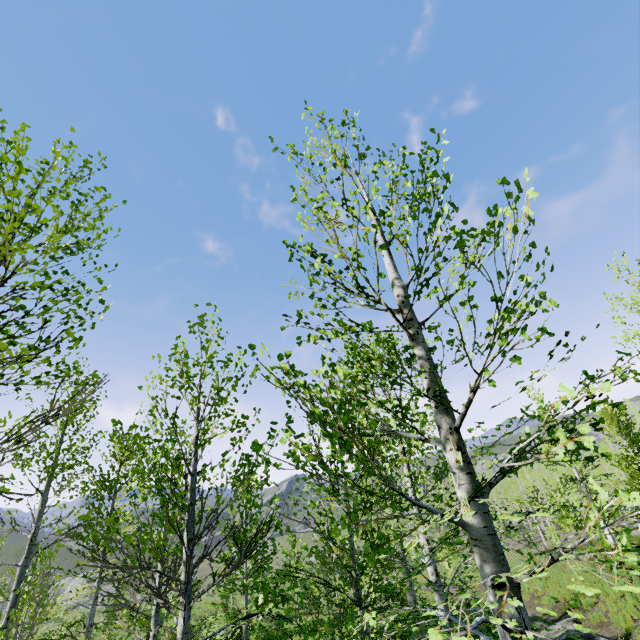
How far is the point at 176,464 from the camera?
4.2m

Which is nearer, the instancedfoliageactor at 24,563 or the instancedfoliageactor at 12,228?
the instancedfoliageactor at 24,563

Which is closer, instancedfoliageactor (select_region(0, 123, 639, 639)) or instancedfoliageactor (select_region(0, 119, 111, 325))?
instancedfoliageactor (select_region(0, 123, 639, 639))

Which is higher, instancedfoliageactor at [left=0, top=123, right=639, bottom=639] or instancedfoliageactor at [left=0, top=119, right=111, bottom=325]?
instancedfoliageactor at [left=0, top=119, right=111, bottom=325]

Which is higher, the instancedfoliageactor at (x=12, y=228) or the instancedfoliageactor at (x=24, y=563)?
the instancedfoliageactor at (x=12, y=228)
